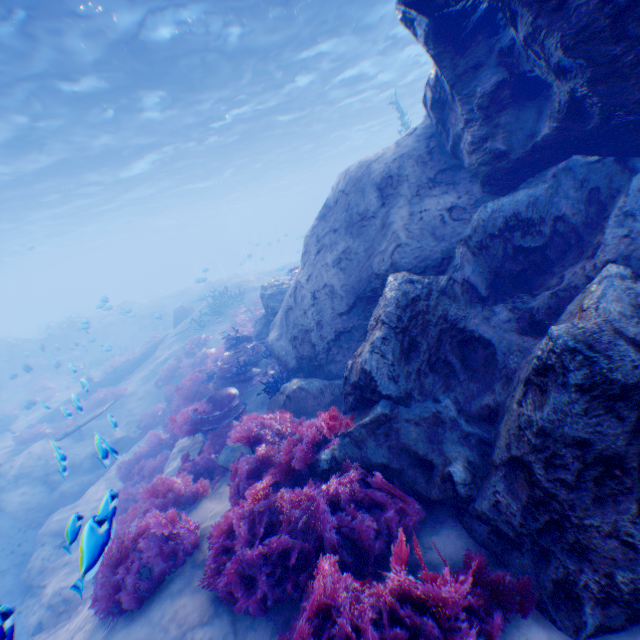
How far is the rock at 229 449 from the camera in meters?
5.8

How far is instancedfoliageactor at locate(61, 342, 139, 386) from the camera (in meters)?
18.11

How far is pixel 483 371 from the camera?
4.1 meters

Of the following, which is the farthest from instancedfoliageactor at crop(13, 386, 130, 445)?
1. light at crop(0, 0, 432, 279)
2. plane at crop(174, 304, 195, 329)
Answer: light at crop(0, 0, 432, 279)

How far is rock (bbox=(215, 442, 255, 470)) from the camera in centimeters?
582cm

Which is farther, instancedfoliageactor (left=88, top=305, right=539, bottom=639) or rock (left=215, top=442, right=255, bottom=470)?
rock (left=215, top=442, right=255, bottom=470)

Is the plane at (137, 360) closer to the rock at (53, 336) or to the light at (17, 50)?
the rock at (53, 336)

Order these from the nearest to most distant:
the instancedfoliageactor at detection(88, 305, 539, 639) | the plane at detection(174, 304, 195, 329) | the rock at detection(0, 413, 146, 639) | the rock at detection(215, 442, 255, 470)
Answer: the instancedfoliageactor at detection(88, 305, 539, 639) → the rock at detection(0, 413, 146, 639) → the rock at detection(215, 442, 255, 470) → the plane at detection(174, 304, 195, 329)
